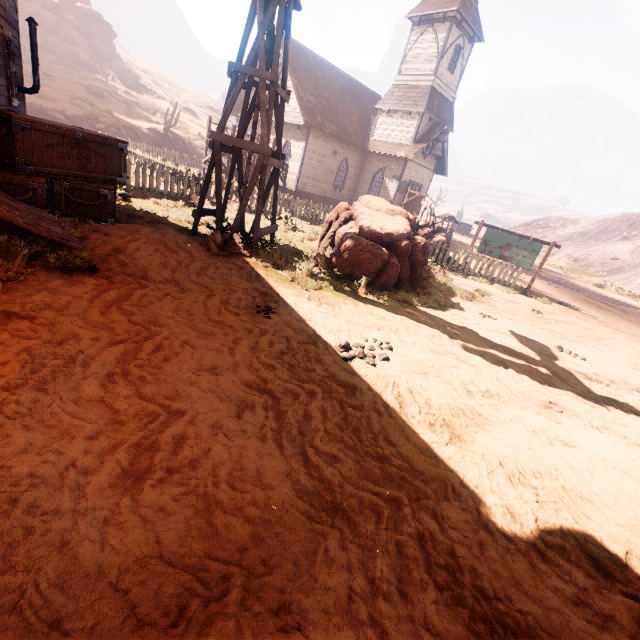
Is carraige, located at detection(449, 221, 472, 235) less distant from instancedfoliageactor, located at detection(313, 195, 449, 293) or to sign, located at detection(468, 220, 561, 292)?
sign, located at detection(468, 220, 561, 292)

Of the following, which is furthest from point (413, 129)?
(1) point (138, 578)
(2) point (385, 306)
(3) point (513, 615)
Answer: (1) point (138, 578)

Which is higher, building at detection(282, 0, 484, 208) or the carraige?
building at detection(282, 0, 484, 208)

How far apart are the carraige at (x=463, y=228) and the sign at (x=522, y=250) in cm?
4094

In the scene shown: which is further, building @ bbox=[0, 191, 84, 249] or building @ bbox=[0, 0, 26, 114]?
building @ bbox=[0, 0, 26, 114]

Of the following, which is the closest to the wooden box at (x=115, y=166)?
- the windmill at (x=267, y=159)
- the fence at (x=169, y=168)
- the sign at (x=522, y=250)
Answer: the windmill at (x=267, y=159)

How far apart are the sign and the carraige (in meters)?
40.94

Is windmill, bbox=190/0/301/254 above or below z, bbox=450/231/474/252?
above
